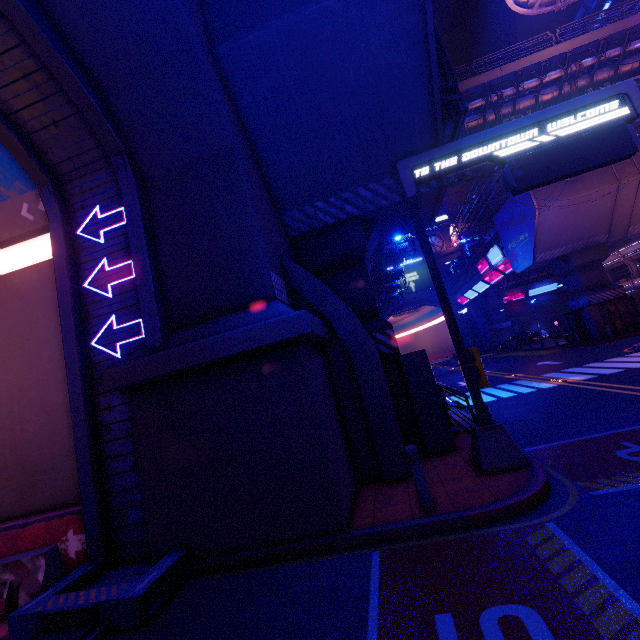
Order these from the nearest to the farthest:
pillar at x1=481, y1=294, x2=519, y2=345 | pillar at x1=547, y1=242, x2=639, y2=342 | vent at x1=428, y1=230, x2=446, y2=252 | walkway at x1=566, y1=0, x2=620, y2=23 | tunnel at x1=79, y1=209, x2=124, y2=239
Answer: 1. tunnel at x1=79, y1=209, x2=124, y2=239
2. pillar at x1=547, y1=242, x2=639, y2=342
3. walkway at x1=566, y1=0, x2=620, y2=23
4. pillar at x1=481, y1=294, x2=519, y2=345
5. vent at x1=428, y1=230, x2=446, y2=252

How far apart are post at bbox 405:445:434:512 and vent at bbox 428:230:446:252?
58.3 meters

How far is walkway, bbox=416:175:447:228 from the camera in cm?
948

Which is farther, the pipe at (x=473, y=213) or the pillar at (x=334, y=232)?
the pipe at (x=473, y=213)

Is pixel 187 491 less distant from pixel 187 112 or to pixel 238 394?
pixel 238 394

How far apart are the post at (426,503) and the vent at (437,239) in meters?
58.3

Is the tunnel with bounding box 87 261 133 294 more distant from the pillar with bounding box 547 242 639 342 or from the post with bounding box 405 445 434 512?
the pillar with bounding box 547 242 639 342

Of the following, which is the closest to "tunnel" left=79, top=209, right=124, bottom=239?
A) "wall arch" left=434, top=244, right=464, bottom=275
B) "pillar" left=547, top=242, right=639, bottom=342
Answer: "pillar" left=547, top=242, right=639, bottom=342
